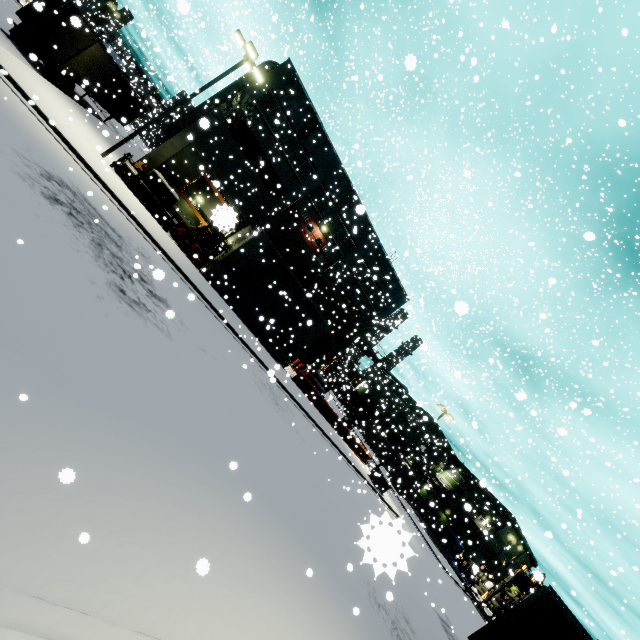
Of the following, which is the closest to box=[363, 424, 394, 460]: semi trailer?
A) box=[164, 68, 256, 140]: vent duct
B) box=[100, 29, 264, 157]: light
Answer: box=[164, 68, 256, 140]: vent duct

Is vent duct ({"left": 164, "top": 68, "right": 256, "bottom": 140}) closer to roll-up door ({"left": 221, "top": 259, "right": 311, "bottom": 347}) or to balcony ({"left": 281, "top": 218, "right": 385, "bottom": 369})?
roll-up door ({"left": 221, "top": 259, "right": 311, "bottom": 347})

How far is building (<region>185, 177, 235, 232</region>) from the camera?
2.1 meters

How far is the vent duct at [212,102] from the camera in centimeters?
2833cm

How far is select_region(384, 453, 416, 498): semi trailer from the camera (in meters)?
47.80

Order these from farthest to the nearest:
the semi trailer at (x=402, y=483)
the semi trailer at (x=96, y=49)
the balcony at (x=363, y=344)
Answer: the semi trailer at (x=402, y=483) < the balcony at (x=363, y=344) < the semi trailer at (x=96, y=49)

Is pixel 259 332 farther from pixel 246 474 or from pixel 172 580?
pixel 172 580

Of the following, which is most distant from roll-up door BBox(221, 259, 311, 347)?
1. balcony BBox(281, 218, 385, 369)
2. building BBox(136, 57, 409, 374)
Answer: balcony BBox(281, 218, 385, 369)
